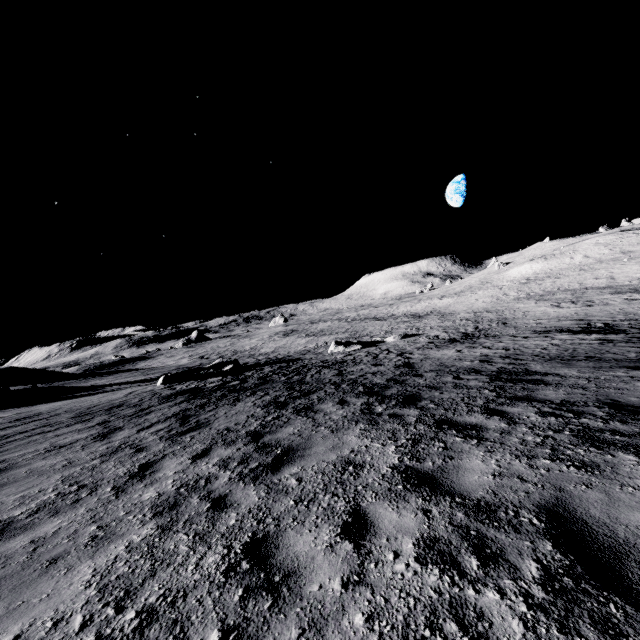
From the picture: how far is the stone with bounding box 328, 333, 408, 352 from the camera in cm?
3250

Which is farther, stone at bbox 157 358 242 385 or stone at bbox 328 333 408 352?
stone at bbox 328 333 408 352

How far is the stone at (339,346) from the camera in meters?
32.5 m

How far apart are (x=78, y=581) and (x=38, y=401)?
24.31m

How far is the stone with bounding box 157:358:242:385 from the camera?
21.58m

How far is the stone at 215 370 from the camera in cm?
2158

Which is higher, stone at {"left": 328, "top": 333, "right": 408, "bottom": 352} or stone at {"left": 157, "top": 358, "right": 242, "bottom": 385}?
stone at {"left": 157, "top": 358, "right": 242, "bottom": 385}
